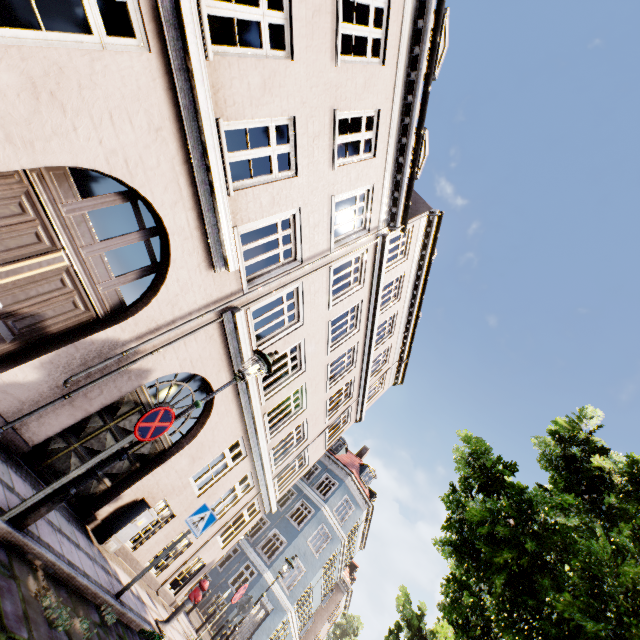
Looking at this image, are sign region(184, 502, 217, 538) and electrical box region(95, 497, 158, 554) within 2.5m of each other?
yes

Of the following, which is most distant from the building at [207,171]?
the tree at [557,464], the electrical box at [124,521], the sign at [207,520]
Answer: the tree at [557,464]

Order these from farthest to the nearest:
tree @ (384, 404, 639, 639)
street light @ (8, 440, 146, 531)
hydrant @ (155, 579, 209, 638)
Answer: hydrant @ (155, 579, 209, 638)
tree @ (384, 404, 639, 639)
street light @ (8, 440, 146, 531)

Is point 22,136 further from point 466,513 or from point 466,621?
point 466,621

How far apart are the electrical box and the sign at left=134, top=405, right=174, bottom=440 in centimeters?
425cm

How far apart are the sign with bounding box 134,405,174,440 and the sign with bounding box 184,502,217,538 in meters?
3.2 m

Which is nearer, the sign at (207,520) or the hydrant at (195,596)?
the sign at (207,520)

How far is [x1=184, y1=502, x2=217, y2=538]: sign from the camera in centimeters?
649cm
